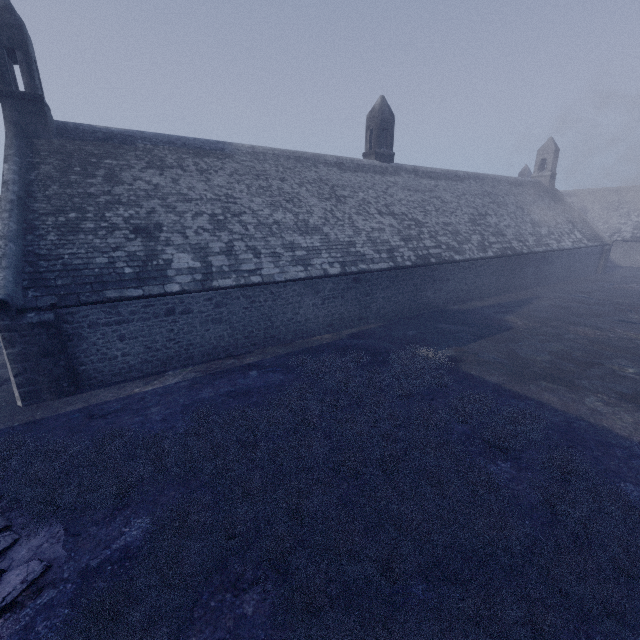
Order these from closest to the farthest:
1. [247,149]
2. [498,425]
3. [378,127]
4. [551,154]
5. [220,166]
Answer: Result:
1. [498,425]
2. [220,166]
3. [247,149]
4. [378,127]
5. [551,154]
